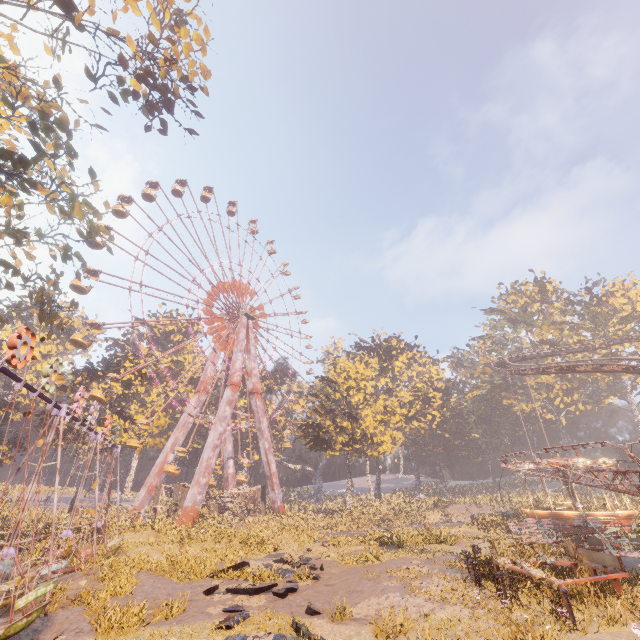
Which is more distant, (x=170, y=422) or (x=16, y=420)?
(x=170, y=422)

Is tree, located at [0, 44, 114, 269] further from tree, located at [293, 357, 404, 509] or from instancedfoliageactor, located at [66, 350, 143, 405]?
tree, located at [293, 357, 404, 509]

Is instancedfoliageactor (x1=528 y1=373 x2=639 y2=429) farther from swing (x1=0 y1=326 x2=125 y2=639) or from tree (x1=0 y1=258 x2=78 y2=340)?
tree (x1=0 y1=258 x2=78 y2=340)

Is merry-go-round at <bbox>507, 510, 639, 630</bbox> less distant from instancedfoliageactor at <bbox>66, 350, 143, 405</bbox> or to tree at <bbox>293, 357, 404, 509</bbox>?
tree at <bbox>293, 357, 404, 509</bbox>

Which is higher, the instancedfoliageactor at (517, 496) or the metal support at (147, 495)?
the metal support at (147, 495)

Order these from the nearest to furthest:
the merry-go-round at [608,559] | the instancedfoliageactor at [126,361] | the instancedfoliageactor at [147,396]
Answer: the merry-go-round at [608,559]
the instancedfoliageactor at [147,396]
the instancedfoliageactor at [126,361]

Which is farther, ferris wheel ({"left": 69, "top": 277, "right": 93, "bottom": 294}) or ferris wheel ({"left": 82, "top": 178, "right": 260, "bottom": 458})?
ferris wheel ({"left": 82, "top": 178, "right": 260, "bottom": 458})

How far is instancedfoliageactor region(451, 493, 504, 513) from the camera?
42.7 meters
